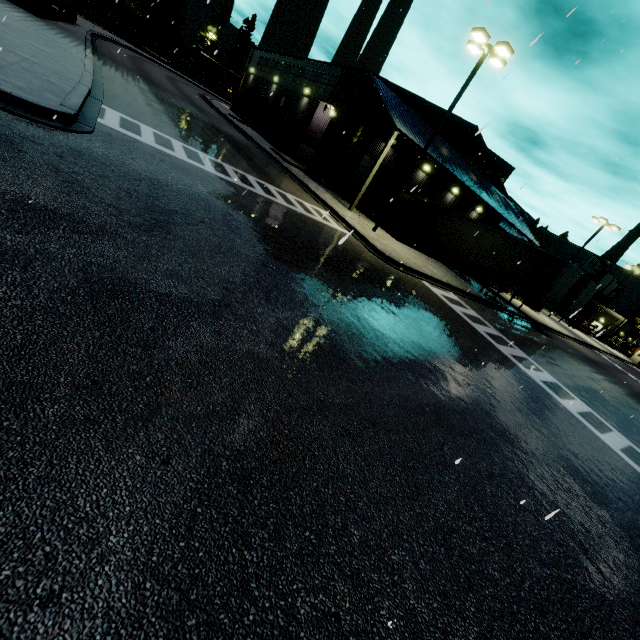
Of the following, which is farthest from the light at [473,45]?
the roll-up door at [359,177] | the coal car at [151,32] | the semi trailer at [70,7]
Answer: the coal car at [151,32]

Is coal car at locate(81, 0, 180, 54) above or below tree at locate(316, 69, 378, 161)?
below

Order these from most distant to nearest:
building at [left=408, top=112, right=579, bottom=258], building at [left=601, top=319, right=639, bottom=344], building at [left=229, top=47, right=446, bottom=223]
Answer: building at [left=601, top=319, right=639, bottom=344] → building at [left=408, top=112, right=579, bottom=258] → building at [left=229, top=47, right=446, bottom=223]

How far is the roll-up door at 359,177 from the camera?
26.3 meters

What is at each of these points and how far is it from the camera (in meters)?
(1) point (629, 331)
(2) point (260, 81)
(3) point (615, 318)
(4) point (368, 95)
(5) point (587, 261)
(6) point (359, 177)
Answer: (1) building, 56.72
(2) building, 38.25
(3) building, 52.69
(4) tree, 22.92
(5) building, 50.22
(6) roll-up door, 27.02

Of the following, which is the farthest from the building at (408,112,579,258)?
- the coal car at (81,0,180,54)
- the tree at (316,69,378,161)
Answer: the coal car at (81,0,180,54)

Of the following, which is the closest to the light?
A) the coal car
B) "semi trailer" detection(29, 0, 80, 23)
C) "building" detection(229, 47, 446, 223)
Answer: "building" detection(229, 47, 446, 223)

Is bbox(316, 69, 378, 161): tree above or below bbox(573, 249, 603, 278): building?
below
